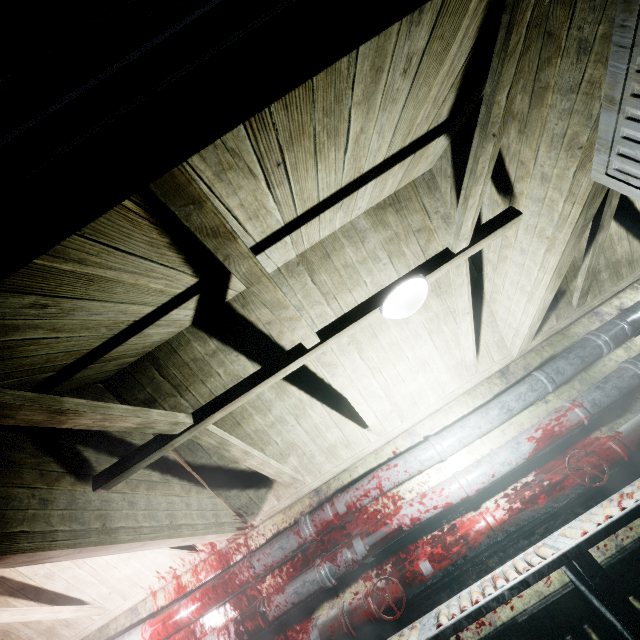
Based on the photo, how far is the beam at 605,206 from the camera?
2.2m

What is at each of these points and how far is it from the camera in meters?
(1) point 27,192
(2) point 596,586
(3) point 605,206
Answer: (1) door, 0.5 m
(2) table, 1.7 m
(3) beam, 2.2 m

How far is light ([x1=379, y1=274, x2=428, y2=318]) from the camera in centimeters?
179cm

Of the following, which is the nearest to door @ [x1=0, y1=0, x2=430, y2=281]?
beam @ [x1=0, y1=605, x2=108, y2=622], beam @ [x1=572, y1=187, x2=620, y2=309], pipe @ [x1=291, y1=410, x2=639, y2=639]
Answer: beam @ [x1=572, y1=187, x2=620, y2=309]

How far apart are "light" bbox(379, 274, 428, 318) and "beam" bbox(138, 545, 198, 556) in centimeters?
225cm

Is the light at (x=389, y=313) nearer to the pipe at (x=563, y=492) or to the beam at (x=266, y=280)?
the beam at (x=266, y=280)

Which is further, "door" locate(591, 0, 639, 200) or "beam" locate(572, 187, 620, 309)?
"beam" locate(572, 187, 620, 309)

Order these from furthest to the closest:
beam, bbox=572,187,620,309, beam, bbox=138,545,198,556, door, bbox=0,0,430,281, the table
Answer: beam, bbox=138,545,198,556
beam, bbox=572,187,620,309
the table
door, bbox=0,0,430,281
